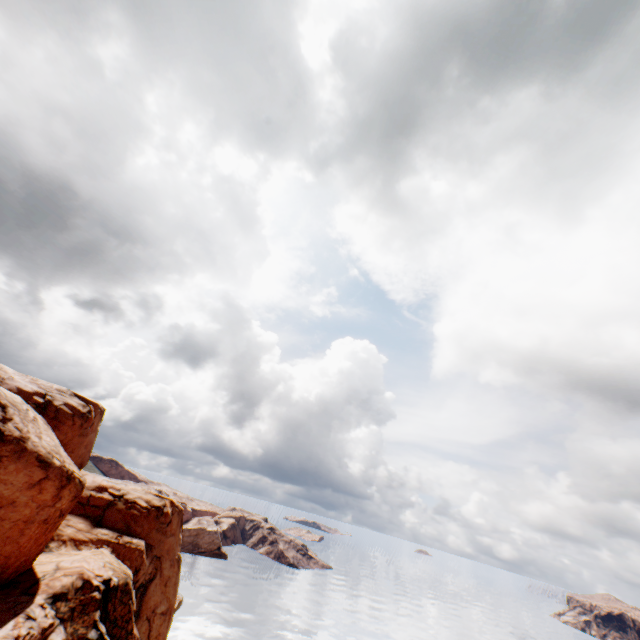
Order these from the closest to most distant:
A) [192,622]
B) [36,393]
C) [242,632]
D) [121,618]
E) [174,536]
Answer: [121,618] → [36,393] → [174,536] → [192,622] → [242,632]
